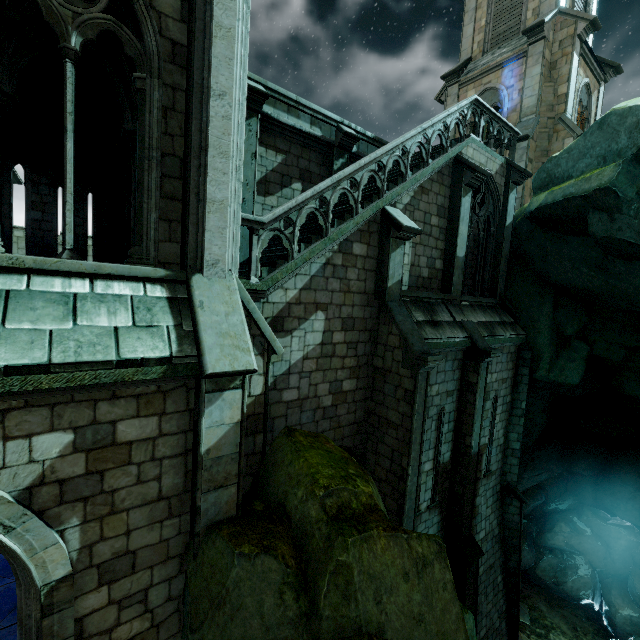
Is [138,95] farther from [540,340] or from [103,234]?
[540,340]

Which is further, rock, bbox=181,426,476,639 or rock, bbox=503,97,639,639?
rock, bbox=503,97,639,639

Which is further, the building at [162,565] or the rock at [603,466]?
the rock at [603,466]

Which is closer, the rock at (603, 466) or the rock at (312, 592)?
the rock at (312, 592)

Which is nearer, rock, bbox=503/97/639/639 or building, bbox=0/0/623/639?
building, bbox=0/0/623/639
